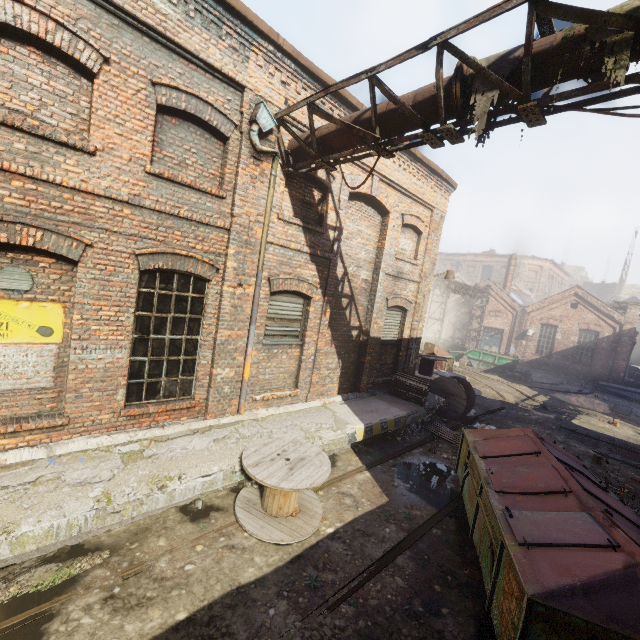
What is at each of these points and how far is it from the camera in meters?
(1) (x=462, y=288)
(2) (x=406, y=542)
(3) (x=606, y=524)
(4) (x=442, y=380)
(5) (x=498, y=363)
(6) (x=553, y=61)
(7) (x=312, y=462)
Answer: (1) pipe, 27.8 m
(2) track, 5.4 m
(3) trash container, 3.8 m
(4) spool, 12.1 m
(5) container, 23.6 m
(6) pipe, 3.5 m
(7) spool, 5.6 m

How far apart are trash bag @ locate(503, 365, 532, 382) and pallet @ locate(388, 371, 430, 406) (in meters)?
14.48

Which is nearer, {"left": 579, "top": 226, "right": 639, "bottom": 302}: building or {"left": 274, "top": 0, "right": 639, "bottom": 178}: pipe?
{"left": 274, "top": 0, "right": 639, "bottom": 178}: pipe

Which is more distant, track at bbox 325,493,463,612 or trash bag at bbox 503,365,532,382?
trash bag at bbox 503,365,532,382

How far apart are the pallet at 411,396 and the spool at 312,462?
5.1 meters

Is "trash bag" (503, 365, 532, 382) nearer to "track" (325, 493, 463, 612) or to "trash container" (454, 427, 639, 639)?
"track" (325, 493, 463, 612)

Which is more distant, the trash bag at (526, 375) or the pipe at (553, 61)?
the trash bag at (526, 375)

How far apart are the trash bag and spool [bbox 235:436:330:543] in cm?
2054
